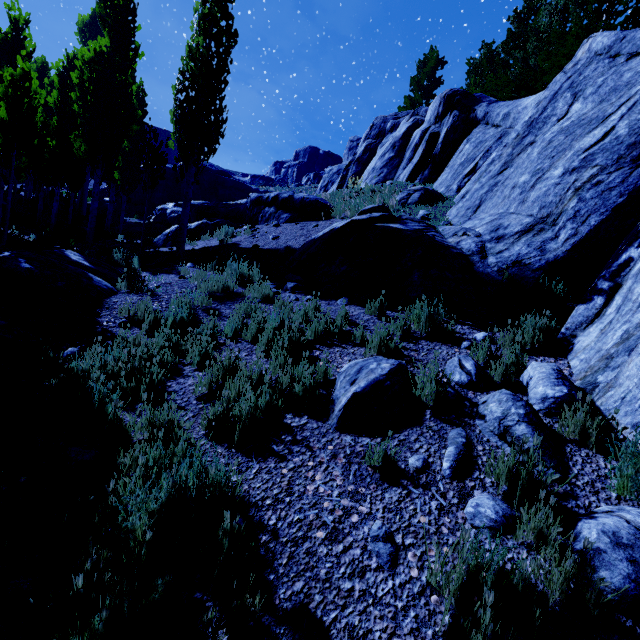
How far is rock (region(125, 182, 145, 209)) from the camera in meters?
33.5

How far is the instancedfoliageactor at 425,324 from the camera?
4.32m

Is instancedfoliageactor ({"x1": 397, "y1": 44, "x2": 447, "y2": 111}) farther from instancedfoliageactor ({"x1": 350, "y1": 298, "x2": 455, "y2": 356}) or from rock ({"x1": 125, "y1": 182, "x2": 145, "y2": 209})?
rock ({"x1": 125, "y1": 182, "x2": 145, "y2": 209})

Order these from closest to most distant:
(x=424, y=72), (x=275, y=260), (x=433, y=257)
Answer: (x=433, y=257) → (x=275, y=260) → (x=424, y=72)

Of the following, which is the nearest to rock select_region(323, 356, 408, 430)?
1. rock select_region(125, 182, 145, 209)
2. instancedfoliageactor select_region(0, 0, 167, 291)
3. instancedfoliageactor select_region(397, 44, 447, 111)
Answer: instancedfoliageactor select_region(0, 0, 167, 291)

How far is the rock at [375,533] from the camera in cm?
201

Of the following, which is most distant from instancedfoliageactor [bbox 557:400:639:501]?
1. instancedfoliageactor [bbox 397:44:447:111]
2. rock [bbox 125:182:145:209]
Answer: instancedfoliageactor [bbox 397:44:447:111]

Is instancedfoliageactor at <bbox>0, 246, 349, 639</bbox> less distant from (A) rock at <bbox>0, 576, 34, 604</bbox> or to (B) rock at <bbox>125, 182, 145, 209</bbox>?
(A) rock at <bbox>0, 576, 34, 604</bbox>
